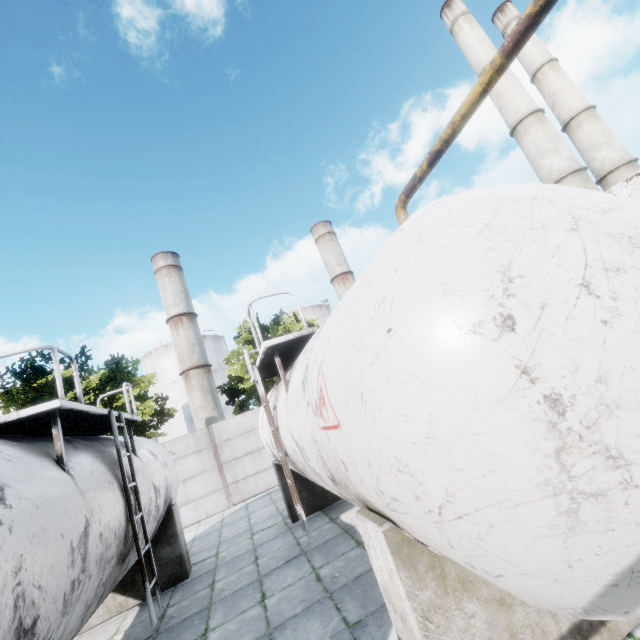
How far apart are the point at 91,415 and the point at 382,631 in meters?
5.3

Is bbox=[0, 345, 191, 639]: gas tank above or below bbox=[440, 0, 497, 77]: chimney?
below

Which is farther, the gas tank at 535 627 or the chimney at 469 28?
the chimney at 469 28

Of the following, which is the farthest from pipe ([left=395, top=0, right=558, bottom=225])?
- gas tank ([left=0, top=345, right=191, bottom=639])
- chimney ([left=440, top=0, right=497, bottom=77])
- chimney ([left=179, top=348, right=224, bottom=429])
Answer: chimney ([left=179, top=348, right=224, bottom=429])

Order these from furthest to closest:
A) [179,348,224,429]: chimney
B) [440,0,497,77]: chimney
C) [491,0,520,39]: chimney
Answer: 1. [179,348,224,429]: chimney
2. [491,0,520,39]: chimney
3. [440,0,497,77]: chimney

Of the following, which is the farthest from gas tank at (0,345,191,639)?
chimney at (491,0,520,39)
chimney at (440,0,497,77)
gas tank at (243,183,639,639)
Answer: chimney at (491,0,520,39)

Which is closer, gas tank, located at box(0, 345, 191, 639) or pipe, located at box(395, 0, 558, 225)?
pipe, located at box(395, 0, 558, 225)

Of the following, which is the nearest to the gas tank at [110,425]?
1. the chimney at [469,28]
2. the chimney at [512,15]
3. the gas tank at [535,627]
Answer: the gas tank at [535,627]
